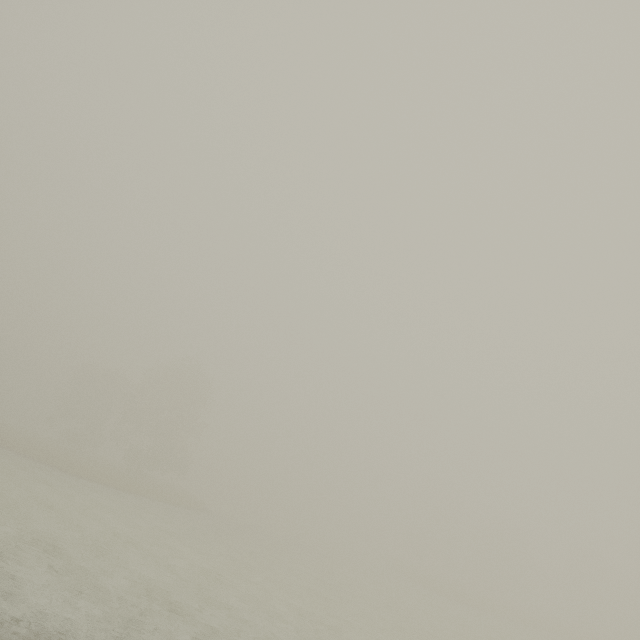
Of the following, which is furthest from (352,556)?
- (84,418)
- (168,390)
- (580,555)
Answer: (580,555)
